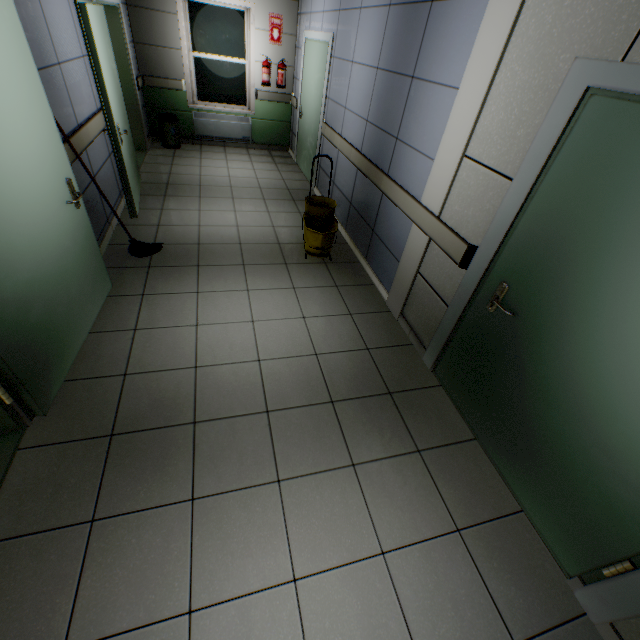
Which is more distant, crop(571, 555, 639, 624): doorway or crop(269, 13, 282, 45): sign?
crop(269, 13, 282, 45): sign

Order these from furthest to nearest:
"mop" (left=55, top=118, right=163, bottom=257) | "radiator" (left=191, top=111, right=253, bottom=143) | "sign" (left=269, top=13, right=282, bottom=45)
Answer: "radiator" (left=191, top=111, right=253, bottom=143)
"sign" (left=269, top=13, right=282, bottom=45)
"mop" (left=55, top=118, right=163, bottom=257)

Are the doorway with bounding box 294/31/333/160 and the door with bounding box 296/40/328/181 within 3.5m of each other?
yes

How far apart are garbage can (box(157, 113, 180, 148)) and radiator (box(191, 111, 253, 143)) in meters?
0.4

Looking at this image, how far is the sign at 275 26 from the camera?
6.1 meters

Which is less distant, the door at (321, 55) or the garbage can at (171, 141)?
the door at (321, 55)

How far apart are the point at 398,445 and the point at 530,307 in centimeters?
125cm

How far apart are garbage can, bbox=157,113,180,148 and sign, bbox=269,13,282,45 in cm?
234
